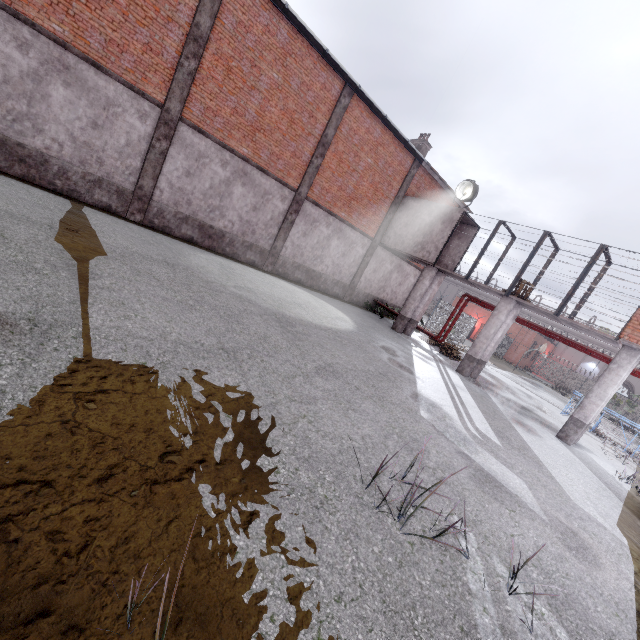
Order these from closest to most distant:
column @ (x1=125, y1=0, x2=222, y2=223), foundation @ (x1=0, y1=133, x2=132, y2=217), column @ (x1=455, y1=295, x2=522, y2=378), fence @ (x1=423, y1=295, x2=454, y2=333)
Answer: foundation @ (x1=0, y1=133, x2=132, y2=217)
column @ (x1=125, y1=0, x2=222, y2=223)
column @ (x1=455, y1=295, x2=522, y2=378)
fence @ (x1=423, y1=295, x2=454, y2=333)

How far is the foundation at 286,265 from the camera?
16.28m

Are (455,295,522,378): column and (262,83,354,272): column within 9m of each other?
no

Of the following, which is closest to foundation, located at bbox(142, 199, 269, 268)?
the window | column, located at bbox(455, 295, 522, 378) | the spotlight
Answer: the window

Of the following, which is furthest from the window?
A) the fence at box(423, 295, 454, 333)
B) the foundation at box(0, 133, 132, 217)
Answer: the fence at box(423, 295, 454, 333)

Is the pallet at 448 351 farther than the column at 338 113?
Yes

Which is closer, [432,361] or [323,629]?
[323,629]

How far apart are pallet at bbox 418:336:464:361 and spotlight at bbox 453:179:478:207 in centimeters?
730cm
